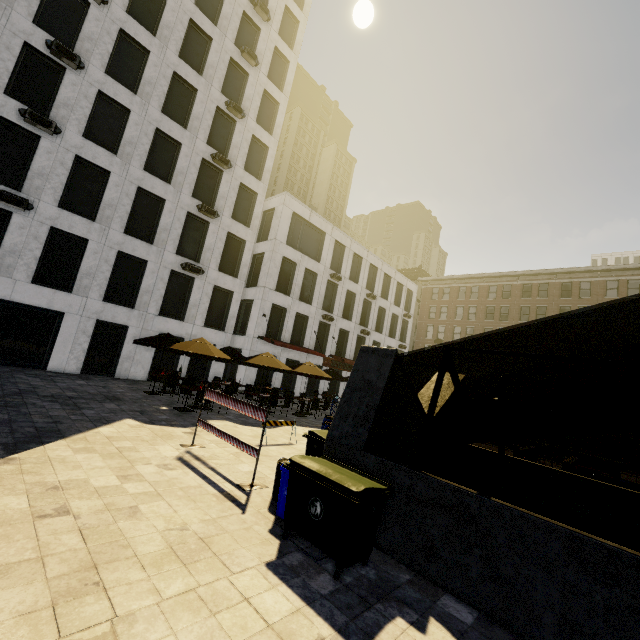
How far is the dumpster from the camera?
4.13m

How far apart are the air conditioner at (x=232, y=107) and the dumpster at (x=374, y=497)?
24.1m

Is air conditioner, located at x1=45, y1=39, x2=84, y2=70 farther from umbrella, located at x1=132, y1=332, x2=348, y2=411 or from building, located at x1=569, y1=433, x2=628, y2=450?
building, located at x1=569, y1=433, x2=628, y2=450

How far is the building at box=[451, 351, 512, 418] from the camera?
40.41m

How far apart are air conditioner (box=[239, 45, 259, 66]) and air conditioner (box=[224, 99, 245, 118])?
3.9m

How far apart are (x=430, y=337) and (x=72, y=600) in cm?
4870

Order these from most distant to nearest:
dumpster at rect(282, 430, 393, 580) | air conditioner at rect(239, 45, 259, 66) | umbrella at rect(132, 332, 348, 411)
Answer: air conditioner at rect(239, 45, 259, 66), umbrella at rect(132, 332, 348, 411), dumpster at rect(282, 430, 393, 580)

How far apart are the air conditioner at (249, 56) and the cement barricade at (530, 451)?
29.9m
